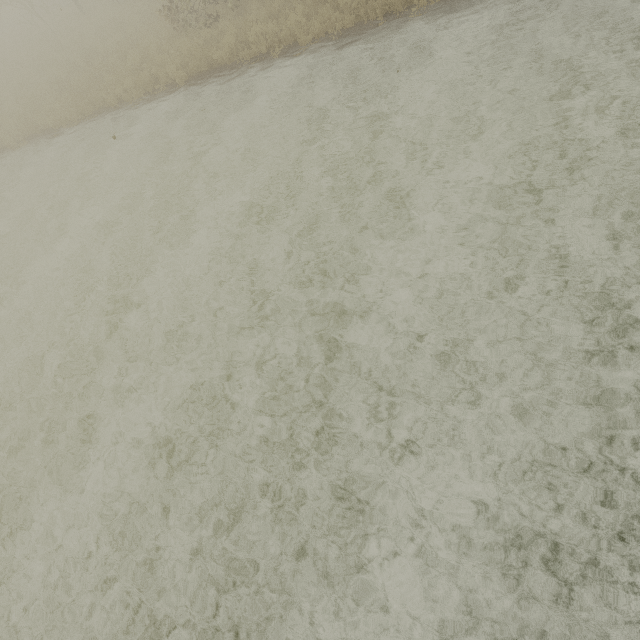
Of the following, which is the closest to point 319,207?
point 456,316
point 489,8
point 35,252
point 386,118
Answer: point 386,118
